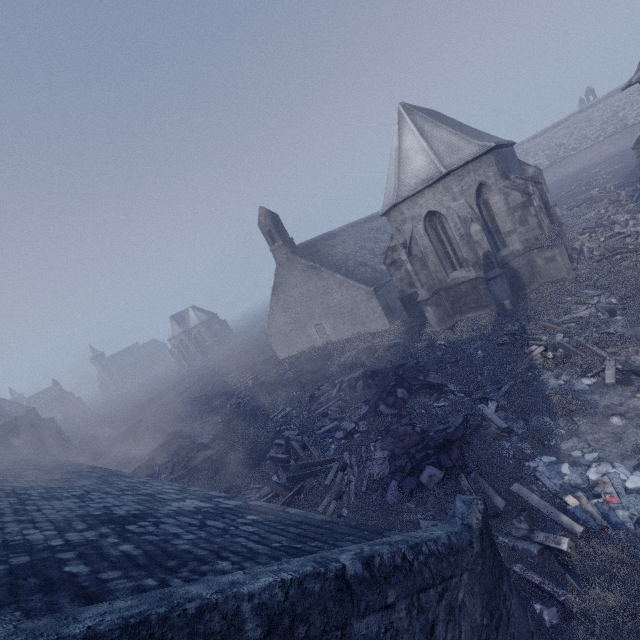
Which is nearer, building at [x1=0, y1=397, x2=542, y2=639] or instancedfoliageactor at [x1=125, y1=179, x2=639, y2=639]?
building at [x1=0, y1=397, x2=542, y2=639]

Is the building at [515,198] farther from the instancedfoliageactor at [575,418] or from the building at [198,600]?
the building at [198,600]

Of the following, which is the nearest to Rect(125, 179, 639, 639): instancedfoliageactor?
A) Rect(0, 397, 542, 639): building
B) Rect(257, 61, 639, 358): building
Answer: Rect(0, 397, 542, 639): building

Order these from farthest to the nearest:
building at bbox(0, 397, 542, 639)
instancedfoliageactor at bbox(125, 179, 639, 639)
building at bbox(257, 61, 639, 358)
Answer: building at bbox(257, 61, 639, 358), instancedfoliageactor at bbox(125, 179, 639, 639), building at bbox(0, 397, 542, 639)

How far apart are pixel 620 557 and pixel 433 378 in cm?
812
